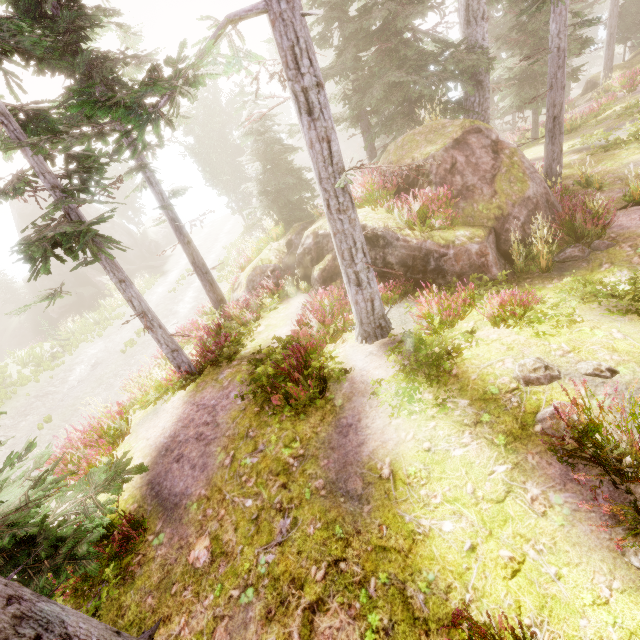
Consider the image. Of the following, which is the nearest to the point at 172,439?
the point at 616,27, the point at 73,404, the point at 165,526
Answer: the point at 165,526

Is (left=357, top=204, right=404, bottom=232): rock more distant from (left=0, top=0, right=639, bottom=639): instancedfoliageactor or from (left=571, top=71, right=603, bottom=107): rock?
(left=571, top=71, right=603, bottom=107): rock

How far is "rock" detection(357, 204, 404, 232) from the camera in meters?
8.9 m

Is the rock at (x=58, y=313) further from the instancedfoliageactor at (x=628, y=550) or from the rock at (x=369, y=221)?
the rock at (x=369, y=221)

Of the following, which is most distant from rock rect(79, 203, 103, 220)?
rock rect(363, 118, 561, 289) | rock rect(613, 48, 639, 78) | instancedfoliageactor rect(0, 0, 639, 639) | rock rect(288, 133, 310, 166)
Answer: rock rect(613, 48, 639, 78)

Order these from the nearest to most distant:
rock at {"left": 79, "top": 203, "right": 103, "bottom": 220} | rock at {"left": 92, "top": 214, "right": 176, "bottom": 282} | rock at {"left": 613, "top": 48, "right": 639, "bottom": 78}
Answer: rock at {"left": 613, "top": 48, "right": 639, "bottom": 78} < rock at {"left": 92, "top": 214, "right": 176, "bottom": 282} < rock at {"left": 79, "top": 203, "right": 103, "bottom": 220}

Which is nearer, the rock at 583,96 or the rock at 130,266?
the rock at 583,96

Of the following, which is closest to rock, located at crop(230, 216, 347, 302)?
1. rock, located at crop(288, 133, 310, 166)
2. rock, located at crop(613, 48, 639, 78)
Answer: rock, located at crop(613, 48, 639, 78)
